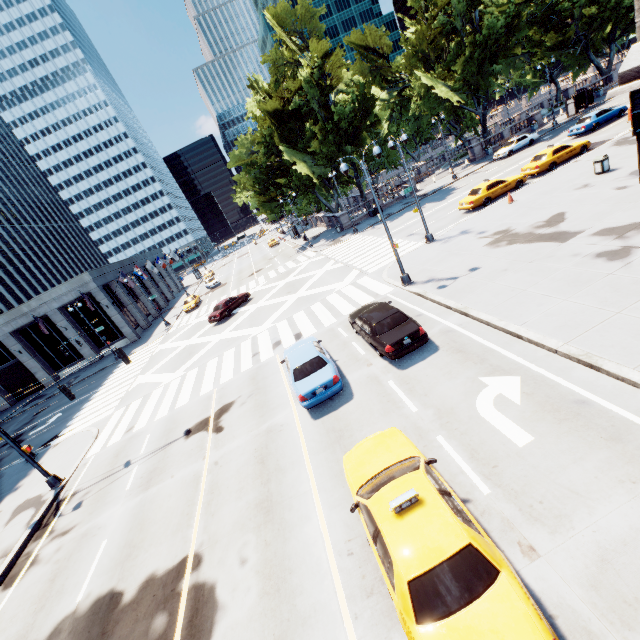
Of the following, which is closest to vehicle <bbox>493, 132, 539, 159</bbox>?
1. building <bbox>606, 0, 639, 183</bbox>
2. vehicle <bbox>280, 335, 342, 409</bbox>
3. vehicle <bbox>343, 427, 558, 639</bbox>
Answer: building <bbox>606, 0, 639, 183</bbox>

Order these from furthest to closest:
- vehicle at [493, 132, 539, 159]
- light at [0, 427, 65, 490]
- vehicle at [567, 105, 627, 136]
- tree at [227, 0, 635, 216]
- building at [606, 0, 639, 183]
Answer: vehicle at [493, 132, 539, 159]
tree at [227, 0, 635, 216]
vehicle at [567, 105, 627, 136]
light at [0, 427, 65, 490]
building at [606, 0, 639, 183]

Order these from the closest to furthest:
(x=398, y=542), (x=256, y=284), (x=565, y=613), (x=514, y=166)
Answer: (x=565, y=613)
(x=398, y=542)
(x=514, y=166)
(x=256, y=284)

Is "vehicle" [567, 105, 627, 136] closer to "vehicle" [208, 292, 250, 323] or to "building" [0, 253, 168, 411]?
"vehicle" [208, 292, 250, 323]

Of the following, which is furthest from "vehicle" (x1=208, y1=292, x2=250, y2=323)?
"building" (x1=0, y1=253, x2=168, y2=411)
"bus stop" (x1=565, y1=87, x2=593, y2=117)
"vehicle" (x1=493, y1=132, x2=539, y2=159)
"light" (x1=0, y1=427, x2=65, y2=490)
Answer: "bus stop" (x1=565, y1=87, x2=593, y2=117)

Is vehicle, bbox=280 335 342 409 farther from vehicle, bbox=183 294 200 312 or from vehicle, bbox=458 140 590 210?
vehicle, bbox=183 294 200 312

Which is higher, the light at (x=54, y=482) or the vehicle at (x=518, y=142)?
the vehicle at (x=518, y=142)

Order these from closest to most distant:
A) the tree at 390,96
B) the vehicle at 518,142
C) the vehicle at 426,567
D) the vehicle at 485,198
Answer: the vehicle at 426,567 → the vehicle at 485,198 → the tree at 390,96 → the vehicle at 518,142
